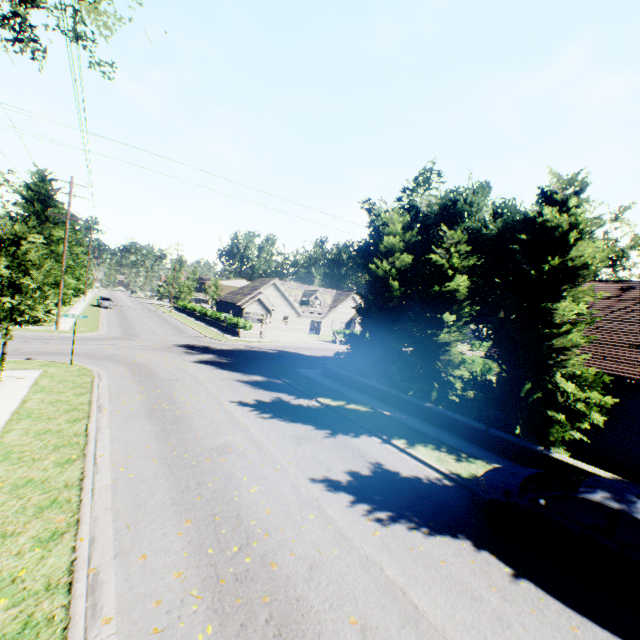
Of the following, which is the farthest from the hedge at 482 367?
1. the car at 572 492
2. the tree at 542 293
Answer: the car at 572 492

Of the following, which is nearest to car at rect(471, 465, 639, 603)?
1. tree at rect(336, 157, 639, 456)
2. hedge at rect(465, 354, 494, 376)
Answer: tree at rect(336, 157, 639, 456)

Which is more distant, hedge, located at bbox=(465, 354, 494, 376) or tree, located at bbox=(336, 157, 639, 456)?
hedge, located at bbox=(465, 354, 494, 376)

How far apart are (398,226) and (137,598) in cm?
1820

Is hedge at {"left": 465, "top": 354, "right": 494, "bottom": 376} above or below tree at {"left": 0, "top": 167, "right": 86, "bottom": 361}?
below

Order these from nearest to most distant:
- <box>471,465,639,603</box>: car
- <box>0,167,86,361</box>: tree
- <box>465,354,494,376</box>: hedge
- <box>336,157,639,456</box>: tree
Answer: <box>471,465,639,603</box>: car, <box>336,157,639,456</box>: tree, <box>0,167,86,361</box>: tree, <box>465,354,494,376</box>: hedge

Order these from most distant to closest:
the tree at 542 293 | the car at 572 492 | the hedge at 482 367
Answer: the hedge at 482 367
the tree at 542 293
the car at 572 492
